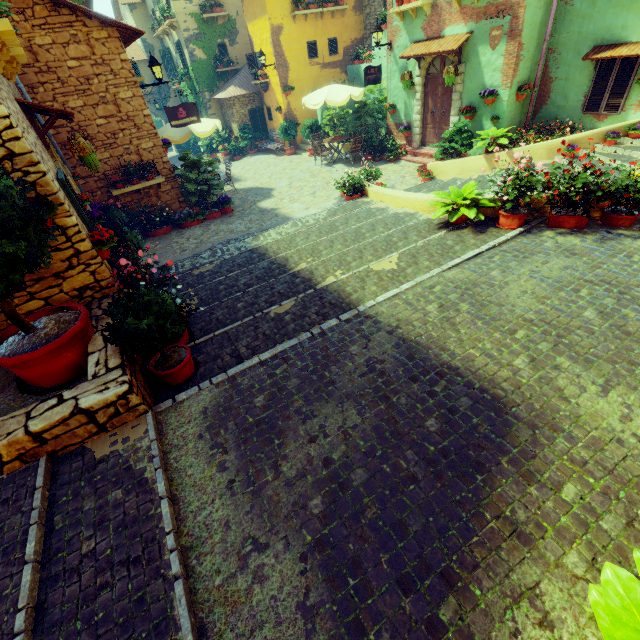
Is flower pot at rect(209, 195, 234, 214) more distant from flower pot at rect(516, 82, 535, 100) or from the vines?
the vines

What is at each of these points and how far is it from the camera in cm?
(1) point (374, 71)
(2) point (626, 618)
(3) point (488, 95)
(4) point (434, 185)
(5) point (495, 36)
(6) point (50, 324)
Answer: (1) sign post, 1209
(2) flower pot, 160
(3) flower pot, 959
(4) stair, 1032
(5) sign post, 847
(6) flower pot, 386

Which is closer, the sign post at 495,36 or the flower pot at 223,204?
the sign post at 495,36

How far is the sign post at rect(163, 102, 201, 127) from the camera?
9.80m

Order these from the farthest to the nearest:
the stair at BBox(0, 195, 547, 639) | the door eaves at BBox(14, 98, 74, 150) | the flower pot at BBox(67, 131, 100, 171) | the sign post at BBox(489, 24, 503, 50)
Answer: the sign post at BBox(489, 24, 503, 50) → the flower pot at BBox(67, 131, 100, 171) → the door eaves at BBox(14, 98, 74, 150) → the stair at BBox(0, 195, 547, 639)

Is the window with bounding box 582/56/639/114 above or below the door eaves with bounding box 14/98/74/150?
below

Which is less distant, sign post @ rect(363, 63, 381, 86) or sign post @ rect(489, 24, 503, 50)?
sign post @ rect(489, 24, 503, 50)

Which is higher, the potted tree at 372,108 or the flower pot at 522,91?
the flower pot at 522,91
